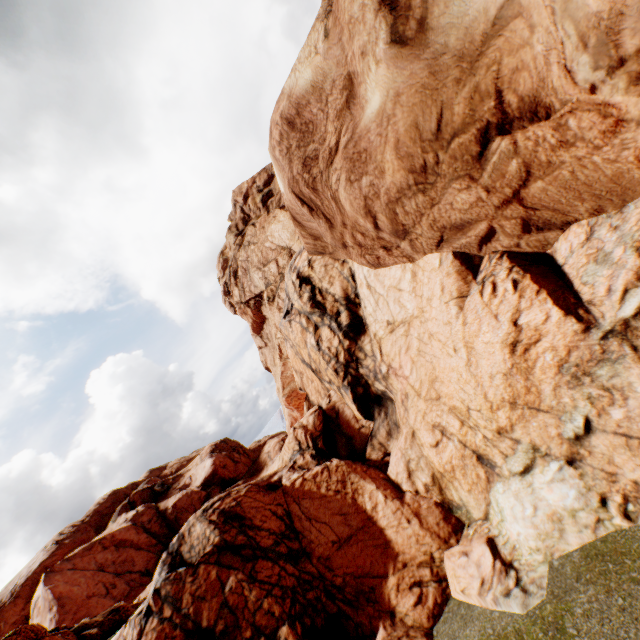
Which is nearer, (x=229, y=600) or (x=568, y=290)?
(x=568, y=290)
